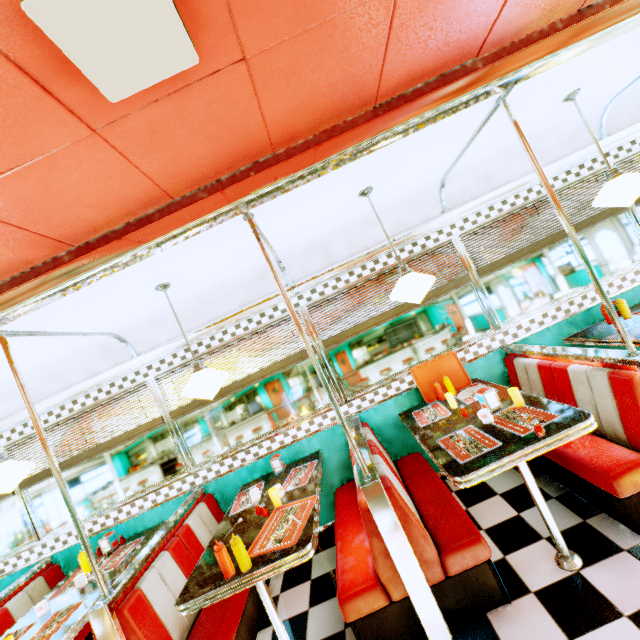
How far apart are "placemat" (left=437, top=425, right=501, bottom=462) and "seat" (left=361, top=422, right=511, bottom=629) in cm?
49

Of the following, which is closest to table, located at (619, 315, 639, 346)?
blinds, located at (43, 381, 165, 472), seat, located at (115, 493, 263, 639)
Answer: seat, located at (115, 493, 263, 639)

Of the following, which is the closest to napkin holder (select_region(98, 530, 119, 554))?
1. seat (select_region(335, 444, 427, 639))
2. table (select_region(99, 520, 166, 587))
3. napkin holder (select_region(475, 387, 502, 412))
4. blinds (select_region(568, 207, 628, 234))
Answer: table (select_region(99, 520, 166, 587))

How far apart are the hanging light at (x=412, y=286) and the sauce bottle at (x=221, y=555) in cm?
213

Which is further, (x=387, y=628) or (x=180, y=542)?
(x=180, y=542)

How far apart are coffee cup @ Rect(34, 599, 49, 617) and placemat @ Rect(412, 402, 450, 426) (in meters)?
3.77

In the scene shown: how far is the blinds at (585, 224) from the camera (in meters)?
3.73

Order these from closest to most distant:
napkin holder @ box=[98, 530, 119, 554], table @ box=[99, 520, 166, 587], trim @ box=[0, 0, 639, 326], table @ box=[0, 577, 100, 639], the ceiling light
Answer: the ceiling light
trim @ box=[0, 0, 639, 326]
table @ box=[0, 577, 100, 639]
table @ box=[99, 520, 166, 587]
napkin holder @ box=[98, 530, 119, 554]
